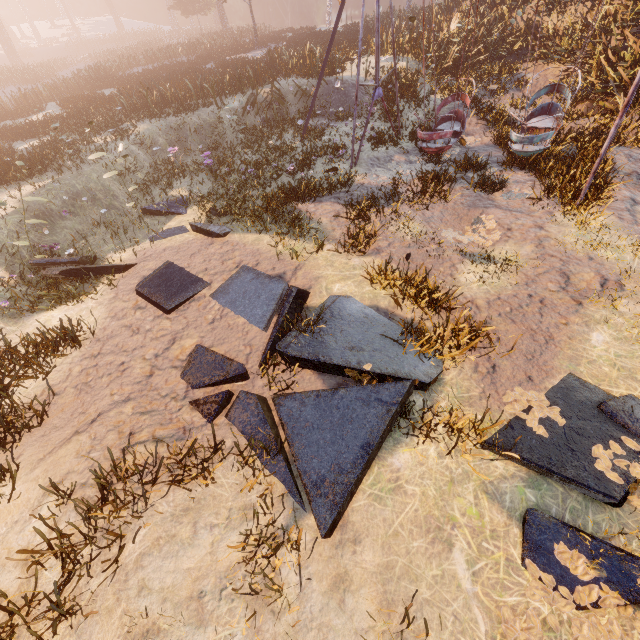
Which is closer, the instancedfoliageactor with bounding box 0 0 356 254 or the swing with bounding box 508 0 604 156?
the swing with bounding box 508 0 604 156

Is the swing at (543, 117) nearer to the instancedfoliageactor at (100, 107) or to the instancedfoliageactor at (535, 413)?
the instancedfoliageactor at (535, 413)

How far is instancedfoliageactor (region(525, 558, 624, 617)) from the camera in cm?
276

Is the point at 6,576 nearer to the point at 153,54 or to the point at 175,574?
the point at 175,574

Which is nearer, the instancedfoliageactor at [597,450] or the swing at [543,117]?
the instancedfoliageactor at [597,450]

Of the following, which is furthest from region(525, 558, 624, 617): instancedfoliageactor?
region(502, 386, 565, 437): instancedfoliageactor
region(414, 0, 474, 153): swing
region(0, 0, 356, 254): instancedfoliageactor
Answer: region(0, 0, 356, 254): instancedfoliageactor

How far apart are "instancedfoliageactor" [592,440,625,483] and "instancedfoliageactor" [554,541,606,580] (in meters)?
0.32

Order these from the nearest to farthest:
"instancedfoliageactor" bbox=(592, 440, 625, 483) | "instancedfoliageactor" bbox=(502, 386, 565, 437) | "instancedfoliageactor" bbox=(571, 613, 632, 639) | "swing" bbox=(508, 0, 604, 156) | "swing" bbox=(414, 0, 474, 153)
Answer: "instancedfoliageactor" bbox=(571, 613, 632, 639) → "instancedfoliageactor" bbox=(592, 440, 625, 483) → "instancedfoliageactor" bbox=(502, 386, 565, 437) → "swing" bbox=(508, 0, 604, 156) → "swing" bbox=(414, 0, 474, 153)
